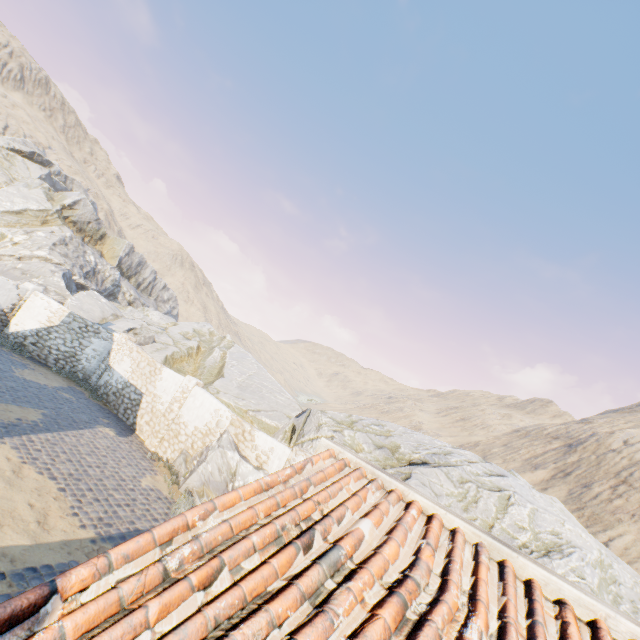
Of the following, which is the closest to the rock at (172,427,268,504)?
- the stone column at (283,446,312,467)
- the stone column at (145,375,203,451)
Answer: the stone column at (283,446,312,467)

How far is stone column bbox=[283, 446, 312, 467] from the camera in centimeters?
1027cm

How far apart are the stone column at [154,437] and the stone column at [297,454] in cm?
562

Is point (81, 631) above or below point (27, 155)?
below

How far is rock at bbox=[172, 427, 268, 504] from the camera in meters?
10.6 m

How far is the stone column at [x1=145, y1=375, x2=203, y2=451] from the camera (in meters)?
13.33

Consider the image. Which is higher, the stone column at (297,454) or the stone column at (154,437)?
the stone column at (297,454)
